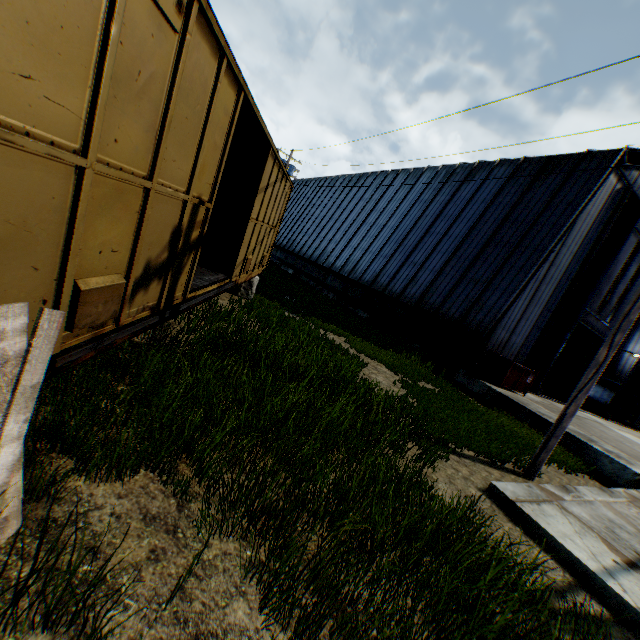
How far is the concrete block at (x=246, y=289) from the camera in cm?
1087

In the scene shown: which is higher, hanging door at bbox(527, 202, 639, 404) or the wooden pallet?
hanging door at bbox(527, 202, 639, 404)

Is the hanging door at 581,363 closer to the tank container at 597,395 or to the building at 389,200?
the building at 389,200

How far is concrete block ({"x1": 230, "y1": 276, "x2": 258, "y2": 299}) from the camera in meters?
10.9

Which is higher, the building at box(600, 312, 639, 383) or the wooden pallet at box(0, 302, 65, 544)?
the building at box(600, 312, 639, 383)

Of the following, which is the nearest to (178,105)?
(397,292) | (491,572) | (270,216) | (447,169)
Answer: (491,572)

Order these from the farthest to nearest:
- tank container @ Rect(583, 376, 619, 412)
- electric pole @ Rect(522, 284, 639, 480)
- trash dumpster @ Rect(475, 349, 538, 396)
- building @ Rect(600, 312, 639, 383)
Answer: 1. building @ Rect(600, 312, 639, 383)
2. tank container @ Rect(583, 376, 619, 412)
3. trash dumpster @ Rect(475, 349, 538, 396)
4. electric pole @ Rect(522, 284, 639, 480)

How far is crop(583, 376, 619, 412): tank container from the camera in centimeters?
2749cm
